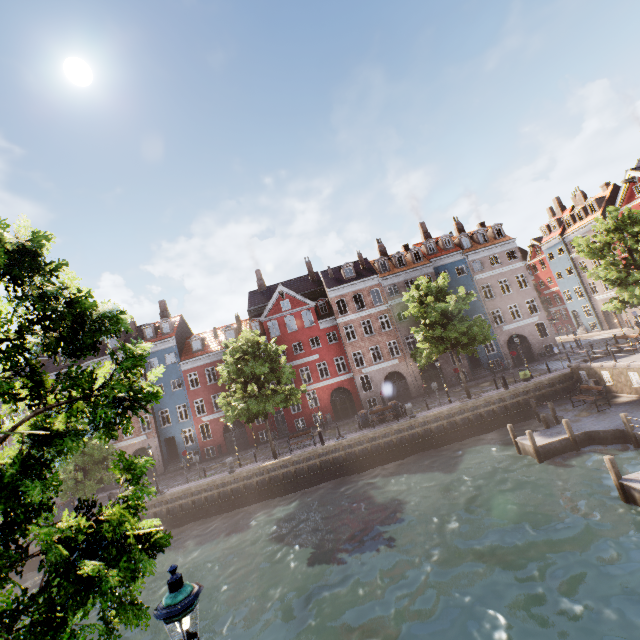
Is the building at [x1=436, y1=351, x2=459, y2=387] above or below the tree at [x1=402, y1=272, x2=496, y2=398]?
below

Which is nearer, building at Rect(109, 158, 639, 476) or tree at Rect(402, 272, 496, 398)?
tree at Rect(402, 272, 496, 398)

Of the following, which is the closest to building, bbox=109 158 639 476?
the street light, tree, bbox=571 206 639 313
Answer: the street light

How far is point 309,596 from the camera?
12.2 meters

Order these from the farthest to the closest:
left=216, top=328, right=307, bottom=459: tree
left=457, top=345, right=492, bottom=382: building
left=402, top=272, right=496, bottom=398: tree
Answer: left=457, top=345, right=492, bottom=382: building → left=402, top=272, right=496, bottom=398: tree → left=216, top=328, right=307, bottom=459: tree

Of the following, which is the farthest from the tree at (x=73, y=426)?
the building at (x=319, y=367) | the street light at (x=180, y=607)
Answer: the building at (x=319, y=367)

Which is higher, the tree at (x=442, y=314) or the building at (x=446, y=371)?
the tree at (x=442, y=314)
